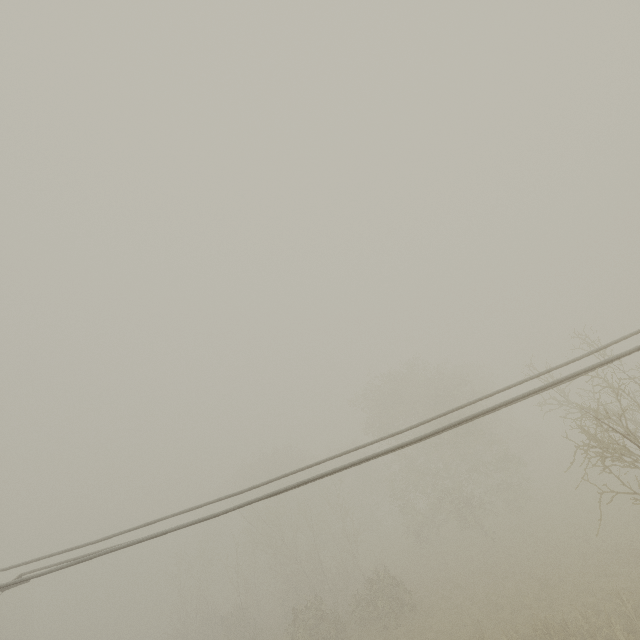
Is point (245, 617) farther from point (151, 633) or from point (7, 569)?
point (151, 633)
